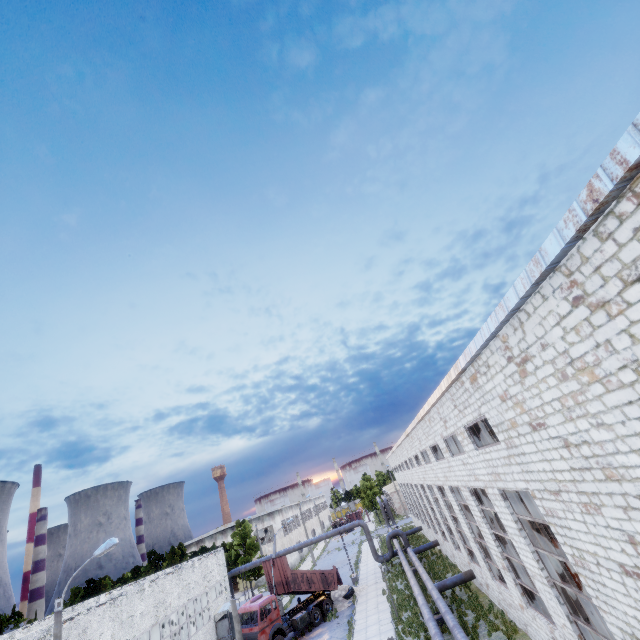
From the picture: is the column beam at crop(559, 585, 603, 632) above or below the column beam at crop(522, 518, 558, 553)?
below

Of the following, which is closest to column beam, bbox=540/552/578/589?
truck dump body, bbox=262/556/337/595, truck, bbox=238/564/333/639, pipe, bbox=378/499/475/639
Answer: pipe, bbox=378/499/475/639

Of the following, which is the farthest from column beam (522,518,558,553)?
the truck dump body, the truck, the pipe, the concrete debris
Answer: the concrete debris

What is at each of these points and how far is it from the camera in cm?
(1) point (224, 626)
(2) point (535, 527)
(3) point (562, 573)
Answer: (1) door, 3098
(2) column beam, 1259
(3) column beam, 1188

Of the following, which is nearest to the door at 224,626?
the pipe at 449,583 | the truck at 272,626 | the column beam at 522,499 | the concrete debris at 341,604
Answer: the pipe at 449,583

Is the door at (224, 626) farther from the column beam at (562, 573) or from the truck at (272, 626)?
the column beam at (562, 573)

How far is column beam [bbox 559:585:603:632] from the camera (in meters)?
11.20

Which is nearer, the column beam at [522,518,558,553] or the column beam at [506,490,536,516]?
the column beam at [522,518,558,553]
